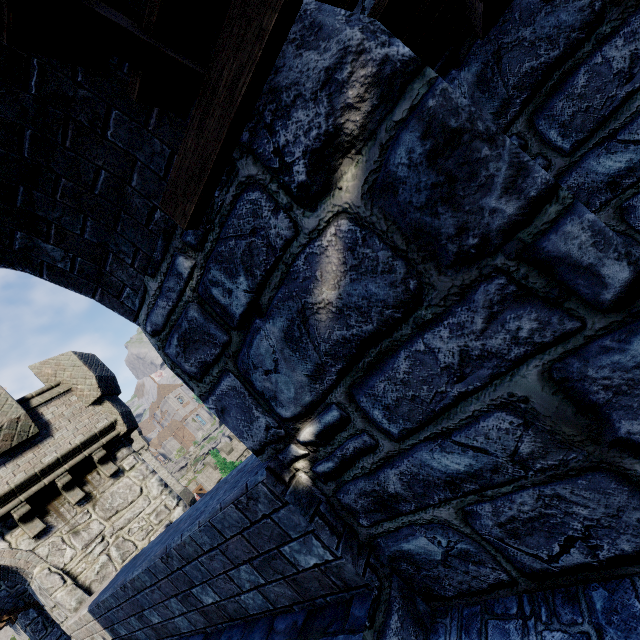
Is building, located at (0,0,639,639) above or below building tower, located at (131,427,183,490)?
below

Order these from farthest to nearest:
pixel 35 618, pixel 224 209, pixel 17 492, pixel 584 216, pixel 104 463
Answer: pixel 35 618, pixel 104 463, pixel 17 492, pixel 224 209, pixel 584 216

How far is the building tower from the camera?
49.09m

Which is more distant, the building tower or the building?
the building tower

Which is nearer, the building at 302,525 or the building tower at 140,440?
the building at 302,525

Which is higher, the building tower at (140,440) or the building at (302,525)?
the building tower at (140,440)
